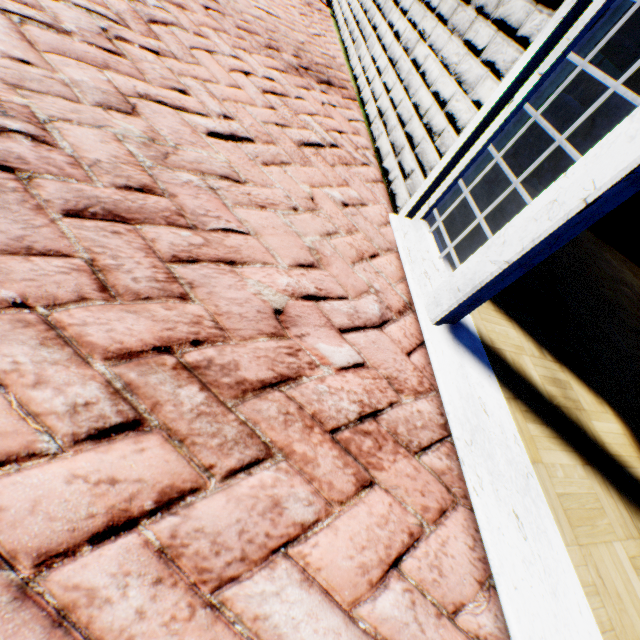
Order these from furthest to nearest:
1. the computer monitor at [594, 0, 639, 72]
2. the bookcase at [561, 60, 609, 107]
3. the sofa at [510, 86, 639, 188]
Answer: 1. the bookcase at [561, 60, 609, 107]
2. the computer monitor at [594, 0, 639, 72]
3. the sofa at [510, 86, 639, 188]

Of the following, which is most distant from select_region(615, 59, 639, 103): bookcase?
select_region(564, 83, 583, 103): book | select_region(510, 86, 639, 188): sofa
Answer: select_region(510, 86, 639, 188): sofa

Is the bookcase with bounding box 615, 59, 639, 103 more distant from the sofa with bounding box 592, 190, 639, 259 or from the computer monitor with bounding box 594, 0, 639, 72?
the sofa with bounding box 592, 190, 639, 259

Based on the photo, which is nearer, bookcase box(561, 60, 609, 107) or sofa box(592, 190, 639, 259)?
sofa box(592, 190, 639, 259)

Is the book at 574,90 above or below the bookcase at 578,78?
below

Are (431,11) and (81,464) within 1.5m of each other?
no

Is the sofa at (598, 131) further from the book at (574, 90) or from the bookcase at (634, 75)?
the book at (574, 90)
